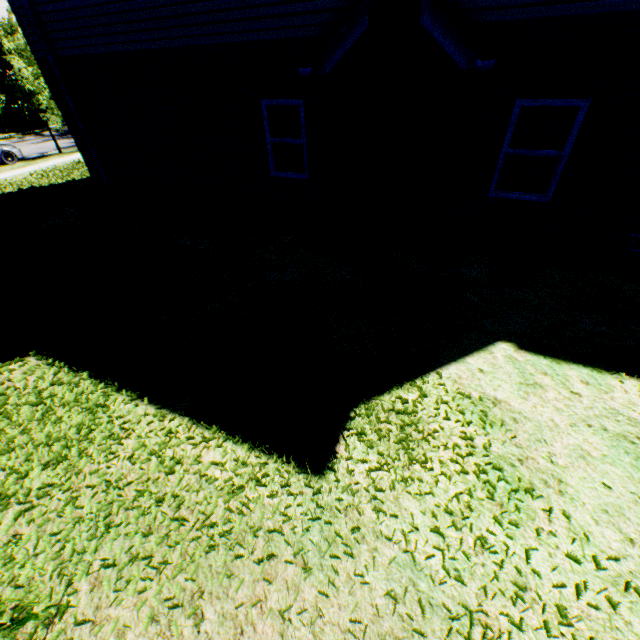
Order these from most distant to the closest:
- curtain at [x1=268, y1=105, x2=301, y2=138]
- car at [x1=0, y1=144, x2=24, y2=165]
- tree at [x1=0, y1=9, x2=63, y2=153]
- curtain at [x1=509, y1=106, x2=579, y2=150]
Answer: car at [x1=0, y1=144, x2=24, y2=165]
tree at [x1=0, y1=9, x2=63, y2=153]
curtain at [x1=268, y1=105, x2=301, y2=138]
curtain at [x1=509, y1=106, x2=579, y2=150]

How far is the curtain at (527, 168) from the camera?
5.9m

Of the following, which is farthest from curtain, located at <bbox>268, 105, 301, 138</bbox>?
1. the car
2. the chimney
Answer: the car

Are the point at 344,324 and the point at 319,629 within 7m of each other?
yes

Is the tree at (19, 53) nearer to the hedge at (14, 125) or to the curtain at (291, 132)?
the hedge at (14, 125)

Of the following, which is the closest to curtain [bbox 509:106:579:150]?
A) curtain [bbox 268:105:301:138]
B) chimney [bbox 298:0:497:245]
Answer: chimney [bbox 298:0:497:245]

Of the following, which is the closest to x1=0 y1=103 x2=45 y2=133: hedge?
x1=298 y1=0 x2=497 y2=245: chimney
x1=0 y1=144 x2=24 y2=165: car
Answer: x1=0 y1=144 x2=24 y2=165: car
